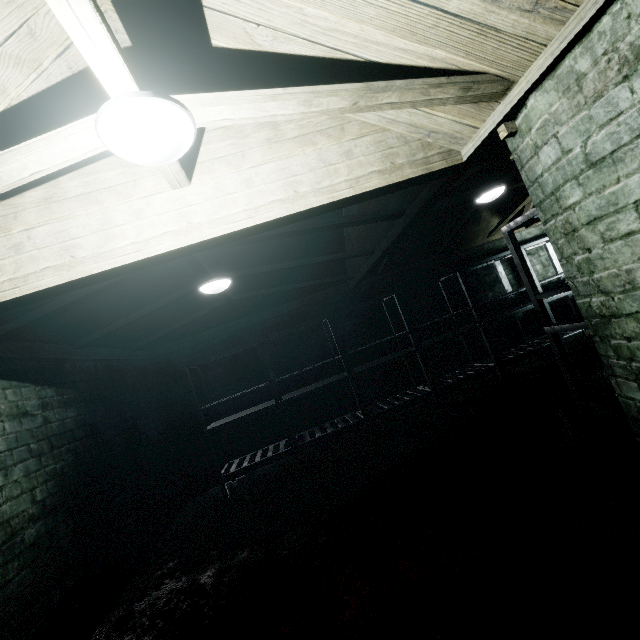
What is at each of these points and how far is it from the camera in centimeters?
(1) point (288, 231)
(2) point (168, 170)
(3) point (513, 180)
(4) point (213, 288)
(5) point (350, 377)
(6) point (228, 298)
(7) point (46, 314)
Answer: (1) beam, 244cm
(2) beam, 147cm
(3) beam, 347cm
(4) light, 320cm
(5) table, 421cm
(6) beam, 407cm
(7) beam, 221cm

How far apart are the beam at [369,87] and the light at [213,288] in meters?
1.6

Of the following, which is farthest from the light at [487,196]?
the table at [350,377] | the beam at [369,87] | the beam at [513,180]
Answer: the beam at [369,87]

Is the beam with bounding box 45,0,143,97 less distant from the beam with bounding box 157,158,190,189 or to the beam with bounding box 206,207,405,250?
the beam with bounding box 157,158,190,189

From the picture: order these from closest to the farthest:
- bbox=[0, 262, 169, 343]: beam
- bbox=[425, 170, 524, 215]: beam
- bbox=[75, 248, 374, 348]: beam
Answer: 1. bbox=[0, 262, 169, 343]: beam
2. bbox=[75, 248, 374, 348]: beam
3. bbox=[425, 170, 524, 215]: beam

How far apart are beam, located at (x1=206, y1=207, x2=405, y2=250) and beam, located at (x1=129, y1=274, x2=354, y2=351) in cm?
17

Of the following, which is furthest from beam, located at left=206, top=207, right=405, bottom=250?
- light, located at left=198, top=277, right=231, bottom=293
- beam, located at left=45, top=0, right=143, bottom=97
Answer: beam, located at left=45, top=0, right=143, bottom=97

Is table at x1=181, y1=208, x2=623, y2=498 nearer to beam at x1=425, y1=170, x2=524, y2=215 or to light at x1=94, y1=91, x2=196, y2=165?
beam at x1=425, y1=170, x2=524, y2=215
